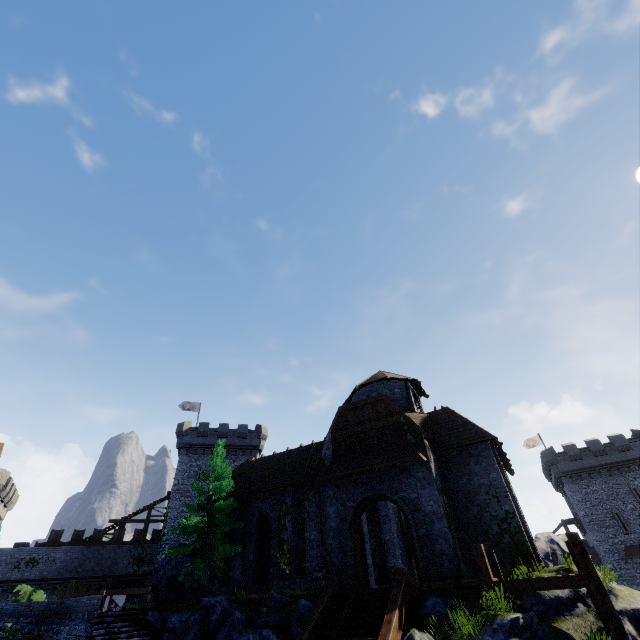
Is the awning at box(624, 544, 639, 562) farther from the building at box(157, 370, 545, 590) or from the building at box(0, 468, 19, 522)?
the building at box(0, 468, 19, 522)

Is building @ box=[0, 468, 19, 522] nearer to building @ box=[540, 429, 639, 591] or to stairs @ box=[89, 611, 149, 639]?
stairs @ box=[89, 611, 149, 639]

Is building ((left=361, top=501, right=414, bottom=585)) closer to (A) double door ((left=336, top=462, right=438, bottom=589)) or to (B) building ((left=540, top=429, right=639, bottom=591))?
(A) double door ((left=336, top=462, right=438, bottom=589))

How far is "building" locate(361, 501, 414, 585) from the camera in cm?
1942

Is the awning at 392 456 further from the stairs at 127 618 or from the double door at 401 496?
the stairs at 127 618

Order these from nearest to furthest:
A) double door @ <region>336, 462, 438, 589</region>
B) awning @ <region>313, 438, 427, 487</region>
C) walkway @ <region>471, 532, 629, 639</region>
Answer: walkway @ <region>471, 532, 629, 639</region>, double door @ <region>336, 462, 438, 589</region>, awning @ <region>313, 438, 427, 487</region>

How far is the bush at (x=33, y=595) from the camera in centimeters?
1662cm

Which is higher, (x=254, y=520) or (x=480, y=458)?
(x=480, y=458)
